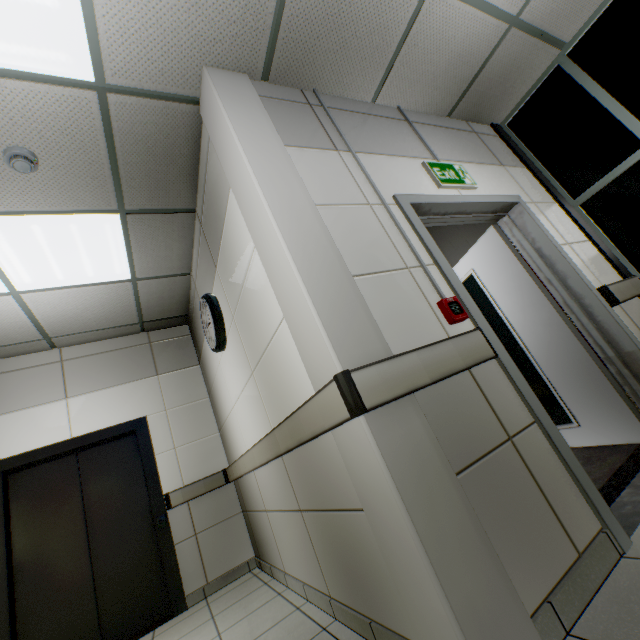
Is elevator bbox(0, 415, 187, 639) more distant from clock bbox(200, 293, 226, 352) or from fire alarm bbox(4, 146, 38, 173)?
fire alarm bbox(4, 146, 38, 173)

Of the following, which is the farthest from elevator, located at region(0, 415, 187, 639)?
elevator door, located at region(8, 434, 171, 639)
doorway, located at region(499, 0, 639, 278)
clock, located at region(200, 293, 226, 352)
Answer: doorway, located at region(499, 0, 639, 278)

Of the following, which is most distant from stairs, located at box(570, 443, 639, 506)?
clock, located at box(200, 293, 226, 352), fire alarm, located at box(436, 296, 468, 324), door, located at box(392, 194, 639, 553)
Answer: fire alarm, located at box(436, 296, 468, 324)

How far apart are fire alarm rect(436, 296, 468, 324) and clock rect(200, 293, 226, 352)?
1.9 meters

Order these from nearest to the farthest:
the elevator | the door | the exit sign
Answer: the door
the exit sign
the elevator

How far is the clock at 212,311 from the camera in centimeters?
289cm

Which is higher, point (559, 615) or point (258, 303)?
point (258, 303)

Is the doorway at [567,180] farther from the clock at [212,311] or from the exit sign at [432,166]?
the clock at [212,311]
